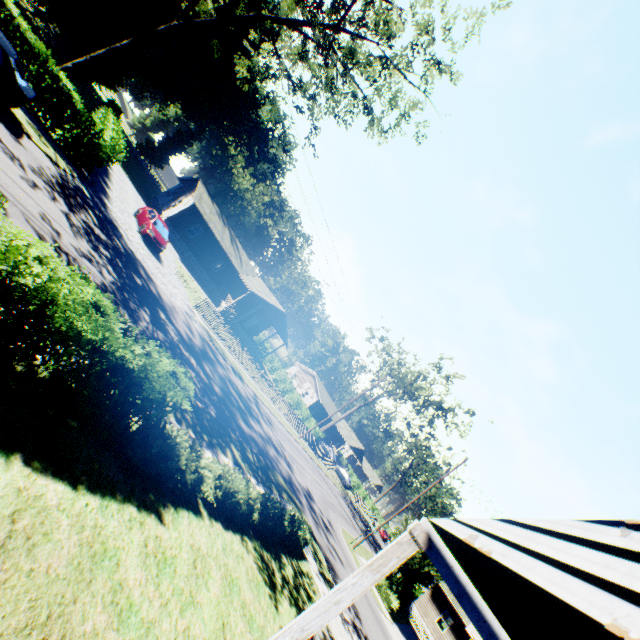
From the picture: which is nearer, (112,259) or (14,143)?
(14,143)

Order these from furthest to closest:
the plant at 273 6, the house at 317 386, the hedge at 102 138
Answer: the house at 317 386 < the plant at 273 6 < the hedge at 102 138

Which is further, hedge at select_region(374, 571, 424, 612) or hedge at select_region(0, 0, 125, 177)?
hedge at select_region(374, 571, 424, 612)

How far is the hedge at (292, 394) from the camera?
43.0 meters

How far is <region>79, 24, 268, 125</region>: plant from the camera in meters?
43.6

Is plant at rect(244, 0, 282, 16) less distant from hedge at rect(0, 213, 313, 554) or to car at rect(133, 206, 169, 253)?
hedge at rect(0, 213, 313, 554)

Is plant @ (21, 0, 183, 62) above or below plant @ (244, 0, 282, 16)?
below

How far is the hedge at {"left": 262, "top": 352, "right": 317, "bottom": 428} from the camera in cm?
4300
